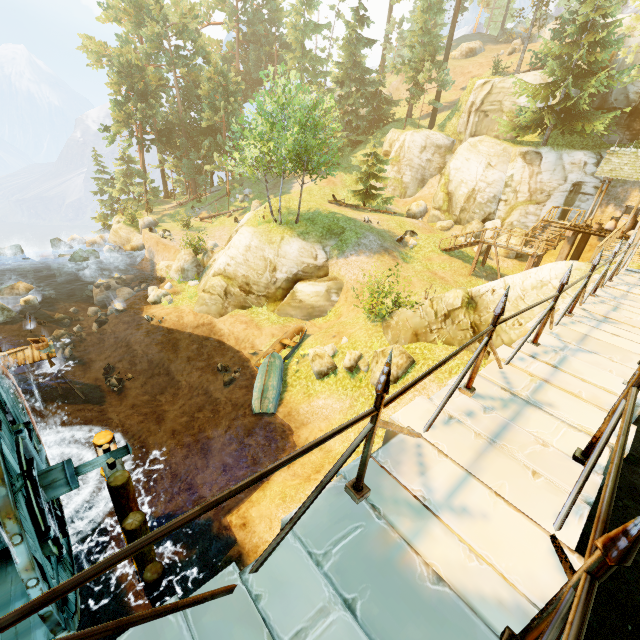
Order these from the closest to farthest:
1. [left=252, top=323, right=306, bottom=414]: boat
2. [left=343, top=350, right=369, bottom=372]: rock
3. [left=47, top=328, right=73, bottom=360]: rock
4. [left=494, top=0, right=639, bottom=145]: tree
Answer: [left=343, top=350, right=369, bottom=372]: rock, [left=252, top=323, right=306, bottom=414]: boat, [left=47, top=328, right=73, bottom=360]: rock, [left=494, top=0, right=639, bottom=145]: tree

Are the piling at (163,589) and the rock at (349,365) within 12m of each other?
yes

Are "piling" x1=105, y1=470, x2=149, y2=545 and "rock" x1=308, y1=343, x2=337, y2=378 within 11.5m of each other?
yes

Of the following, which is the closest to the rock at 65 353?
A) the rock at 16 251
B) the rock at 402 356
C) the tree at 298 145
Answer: the tree at 298 145

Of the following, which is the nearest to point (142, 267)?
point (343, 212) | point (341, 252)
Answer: point (343, 212)

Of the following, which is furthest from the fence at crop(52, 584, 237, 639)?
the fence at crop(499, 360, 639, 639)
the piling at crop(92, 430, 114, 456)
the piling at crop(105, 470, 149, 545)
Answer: the piling at crop(92, 430, 114, 456)

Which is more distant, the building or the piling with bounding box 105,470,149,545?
the building

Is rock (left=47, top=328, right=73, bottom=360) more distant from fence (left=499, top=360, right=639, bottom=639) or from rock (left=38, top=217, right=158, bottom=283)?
fence (left=499, top=360, right=639, bottom=639)
